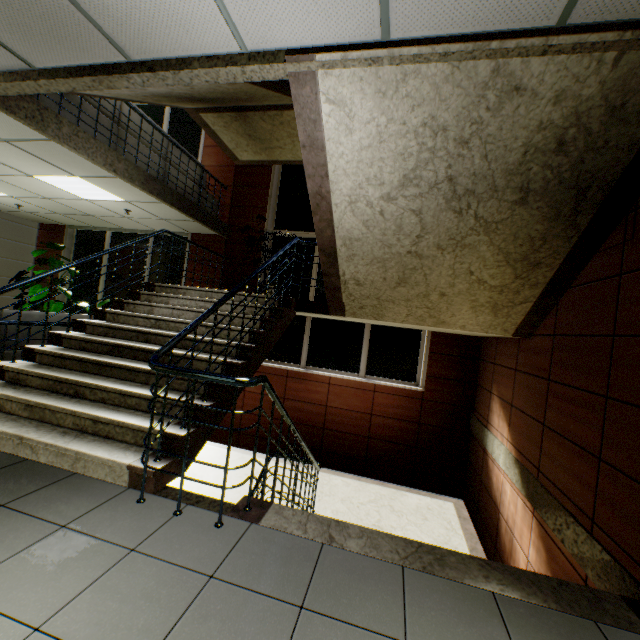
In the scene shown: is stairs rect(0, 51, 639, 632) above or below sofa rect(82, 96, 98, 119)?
below

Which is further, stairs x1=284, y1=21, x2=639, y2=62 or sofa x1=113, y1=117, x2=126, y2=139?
sofa x1=113, y1=117, x2=126, y2=139

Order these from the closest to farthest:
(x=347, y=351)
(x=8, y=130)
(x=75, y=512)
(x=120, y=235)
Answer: (x=75, y=512)
(x=8, y=130)
(x=347, y=351)
(x=120, y=235)

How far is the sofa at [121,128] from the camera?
4.9 meters

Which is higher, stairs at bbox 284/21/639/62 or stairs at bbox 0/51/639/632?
stairs at bbox 284/21/639/62

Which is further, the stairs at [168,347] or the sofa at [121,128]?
the sofa at [121,128]

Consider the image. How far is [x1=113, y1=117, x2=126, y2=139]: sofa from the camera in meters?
4.9 m
